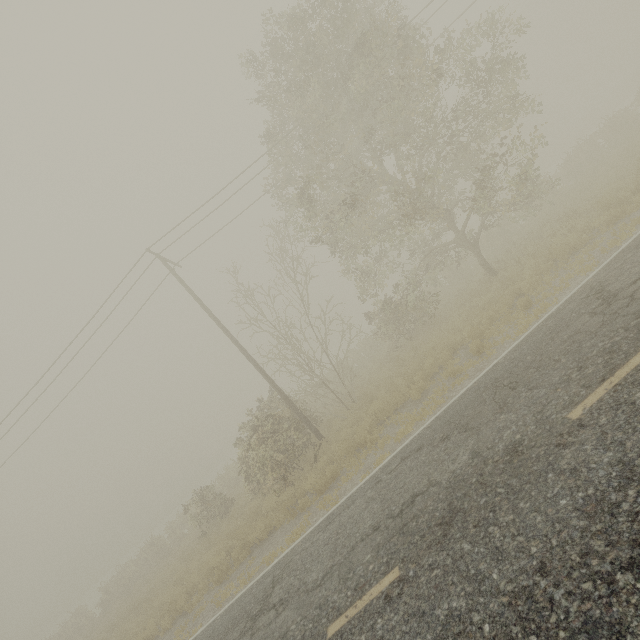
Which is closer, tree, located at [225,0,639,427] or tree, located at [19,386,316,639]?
tree, located at [225,0,639,427]

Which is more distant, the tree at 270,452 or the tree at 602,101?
the tree at 270,452

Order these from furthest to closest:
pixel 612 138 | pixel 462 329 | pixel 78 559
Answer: pixel 78 559, pixel 612 138, pixel 462 329
